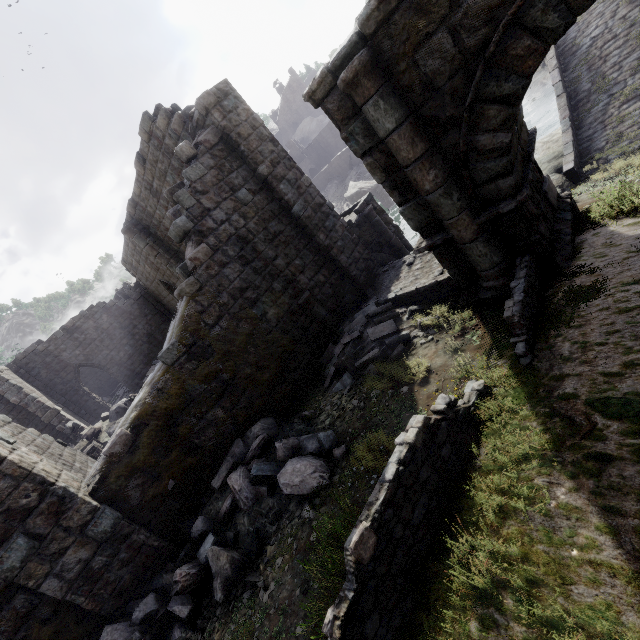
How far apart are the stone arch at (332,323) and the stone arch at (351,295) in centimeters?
52cm

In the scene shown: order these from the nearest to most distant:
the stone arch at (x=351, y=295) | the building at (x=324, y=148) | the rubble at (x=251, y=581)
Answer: the rubble at (x=251, y=581) < the stone arch at (x=351, y=295) < the building at (x=324, y=148)

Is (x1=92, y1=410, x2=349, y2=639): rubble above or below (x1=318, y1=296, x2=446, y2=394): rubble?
above

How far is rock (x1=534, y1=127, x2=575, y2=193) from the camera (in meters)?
10.70

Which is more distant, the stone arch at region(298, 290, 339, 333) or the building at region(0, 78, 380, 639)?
the stone arch at region(298, 290, 339, 333)

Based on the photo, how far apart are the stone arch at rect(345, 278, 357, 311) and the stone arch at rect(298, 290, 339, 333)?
0.5 meters

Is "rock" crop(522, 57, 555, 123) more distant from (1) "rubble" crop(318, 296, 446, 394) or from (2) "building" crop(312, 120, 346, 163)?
(1) "rubble" crop(318, 296, 446, 394)

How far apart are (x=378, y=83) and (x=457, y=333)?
4.9m
